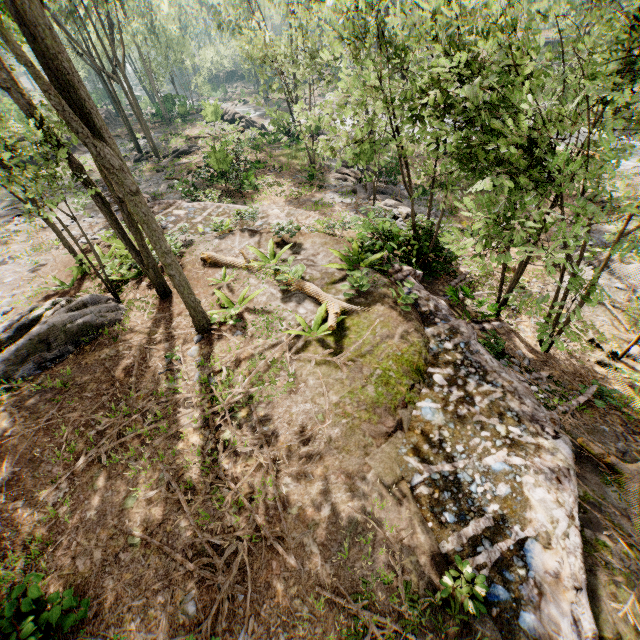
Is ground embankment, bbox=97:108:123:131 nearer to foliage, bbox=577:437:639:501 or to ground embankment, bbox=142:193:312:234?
foliage, bbox=577:437:639:501

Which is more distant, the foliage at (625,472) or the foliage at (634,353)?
the foliage at (634,353)

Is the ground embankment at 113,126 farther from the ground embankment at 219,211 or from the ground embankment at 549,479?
the ground embankment at 549,479

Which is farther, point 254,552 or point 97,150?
point 97,150

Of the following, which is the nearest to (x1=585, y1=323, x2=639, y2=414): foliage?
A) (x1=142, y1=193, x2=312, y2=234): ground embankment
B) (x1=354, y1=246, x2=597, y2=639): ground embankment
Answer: (x1=142, y1=193, x2=312, y2=234): ground embankment

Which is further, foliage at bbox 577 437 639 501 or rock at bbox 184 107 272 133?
rock at bbox 184 107 272 133

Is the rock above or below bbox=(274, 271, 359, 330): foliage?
below
